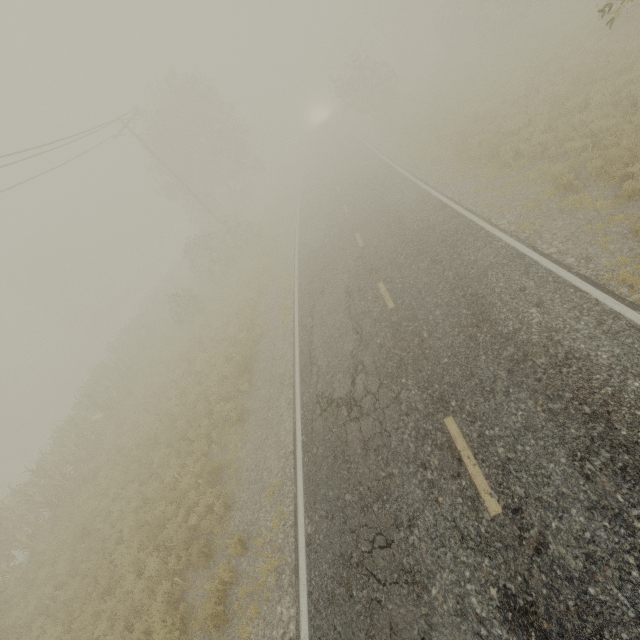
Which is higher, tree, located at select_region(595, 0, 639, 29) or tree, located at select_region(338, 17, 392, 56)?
tree, located at select_region(338, 17, 392, 56)

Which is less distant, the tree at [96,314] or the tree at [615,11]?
the tree at [615,11]

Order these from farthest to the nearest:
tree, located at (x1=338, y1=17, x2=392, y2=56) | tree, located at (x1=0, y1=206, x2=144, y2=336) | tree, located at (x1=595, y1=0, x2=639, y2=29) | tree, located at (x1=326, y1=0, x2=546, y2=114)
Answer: tree, located at (x1=0, y1=206, x2=144, y2=336), tree, located at (x1=338, y1=17, x2=392, y2=56), tree, located at (x1=326, y1=0, x2=546, y2=114), tree, located at (x1=595, y1=0, x2=639, y2=29)

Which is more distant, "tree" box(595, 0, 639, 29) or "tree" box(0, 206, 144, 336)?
"tree" box(0, 206, 144, 336)

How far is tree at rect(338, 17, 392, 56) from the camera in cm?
4162

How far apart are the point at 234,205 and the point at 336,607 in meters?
34.8
